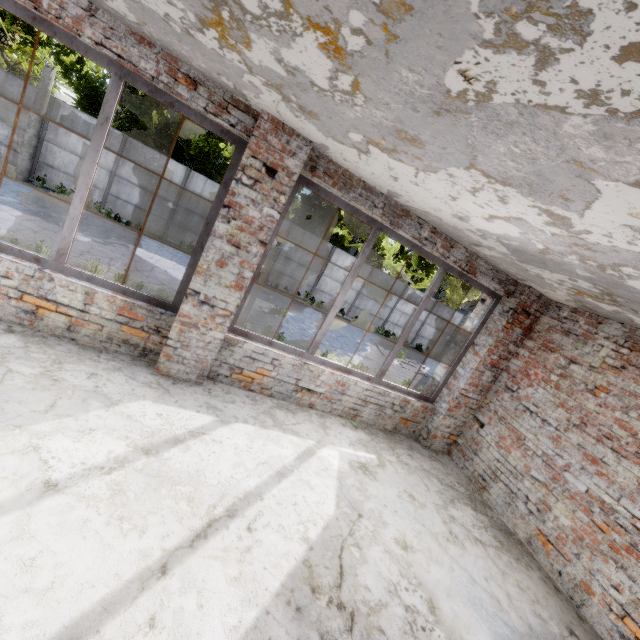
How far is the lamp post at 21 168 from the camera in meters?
12.7 m

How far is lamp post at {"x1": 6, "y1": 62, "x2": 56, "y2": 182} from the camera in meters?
12.7

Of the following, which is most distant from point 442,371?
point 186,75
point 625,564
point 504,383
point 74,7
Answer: point 74,7
